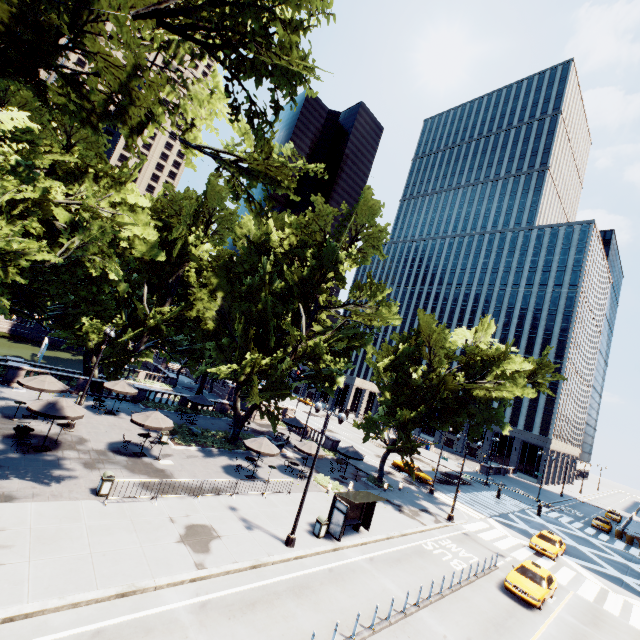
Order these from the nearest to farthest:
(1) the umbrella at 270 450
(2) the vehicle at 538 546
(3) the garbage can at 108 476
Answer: (3) the garbage can at 108 476 → (1) the umbrella at 270 450 → (2) the vehicle at 538 546

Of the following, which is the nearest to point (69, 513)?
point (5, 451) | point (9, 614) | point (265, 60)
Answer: point (9, 614)

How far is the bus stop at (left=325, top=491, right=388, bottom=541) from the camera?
18.25m

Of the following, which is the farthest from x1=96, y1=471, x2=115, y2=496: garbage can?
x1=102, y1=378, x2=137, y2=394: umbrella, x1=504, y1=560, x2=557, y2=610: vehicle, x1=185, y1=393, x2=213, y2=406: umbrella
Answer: x1=504, y1=560, x2=557, y2=610: vehicle

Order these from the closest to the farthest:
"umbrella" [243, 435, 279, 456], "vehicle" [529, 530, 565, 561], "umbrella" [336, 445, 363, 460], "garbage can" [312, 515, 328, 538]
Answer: "garbage can" [312, 515, 328, 538], "umbrella" [243, 435, 279, 456], "vehicle" [529, 530, 565, 561], "umbrella" [336, 445, 363, 460]

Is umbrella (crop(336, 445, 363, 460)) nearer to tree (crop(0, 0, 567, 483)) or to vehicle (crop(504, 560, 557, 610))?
tree (crop(0, 0, 567, 483))

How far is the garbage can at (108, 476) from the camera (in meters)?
15.62

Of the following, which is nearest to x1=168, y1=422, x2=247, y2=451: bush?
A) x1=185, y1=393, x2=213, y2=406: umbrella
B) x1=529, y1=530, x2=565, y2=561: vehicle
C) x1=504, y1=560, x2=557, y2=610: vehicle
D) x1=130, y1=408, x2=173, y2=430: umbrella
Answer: x1=185, y1=393, x2=213, y2=406: umbrella
